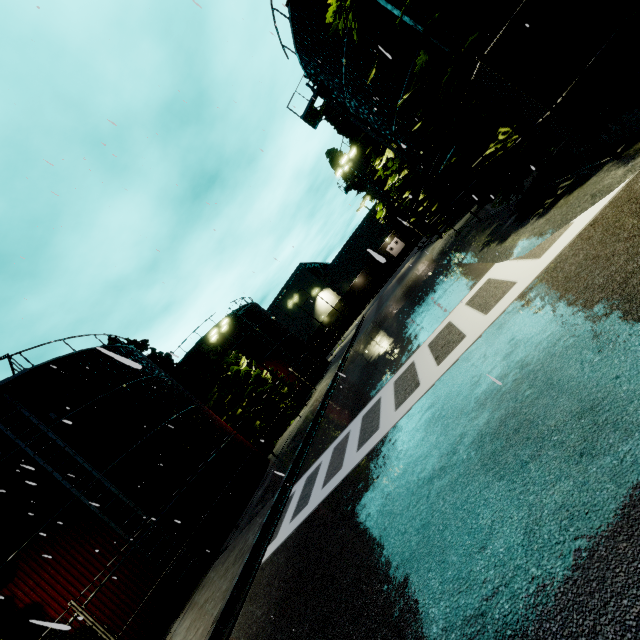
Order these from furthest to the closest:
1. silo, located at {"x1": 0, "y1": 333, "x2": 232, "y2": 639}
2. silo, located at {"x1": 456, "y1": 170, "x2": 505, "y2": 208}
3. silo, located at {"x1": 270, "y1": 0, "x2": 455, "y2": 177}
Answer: silo, located at {"x1": 456, "y1": 170, "x2": 505, "y2": 208} < silo, located at {"x1": 270, "y1": 0, "x2": 455, "y2": 177} < silo, located at {"x1": 0, "y1": 333, "x2": 232, "y2": 639}

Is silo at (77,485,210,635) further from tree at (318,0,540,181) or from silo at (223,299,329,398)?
tree at (318,0,540,181)

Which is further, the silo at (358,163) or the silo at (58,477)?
the silo at (358,163)

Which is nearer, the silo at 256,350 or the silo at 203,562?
the silo at 203,562

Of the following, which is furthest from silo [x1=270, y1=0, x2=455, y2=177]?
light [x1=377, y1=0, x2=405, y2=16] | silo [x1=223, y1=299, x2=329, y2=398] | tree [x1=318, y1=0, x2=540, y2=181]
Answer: silo [x1=223, y1=299, x2=329, y2=398]

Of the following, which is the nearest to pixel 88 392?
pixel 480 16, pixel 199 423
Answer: pixel 199 423

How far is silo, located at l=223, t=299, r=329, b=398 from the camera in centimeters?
3381cm

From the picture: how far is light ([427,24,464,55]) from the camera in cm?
657
